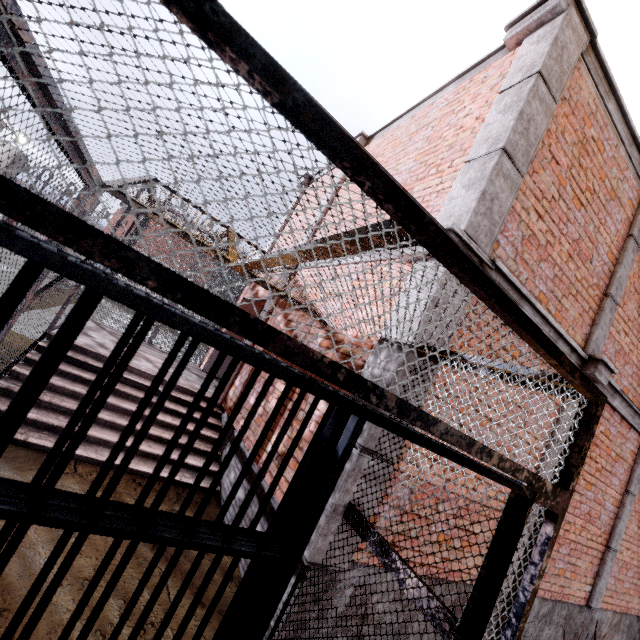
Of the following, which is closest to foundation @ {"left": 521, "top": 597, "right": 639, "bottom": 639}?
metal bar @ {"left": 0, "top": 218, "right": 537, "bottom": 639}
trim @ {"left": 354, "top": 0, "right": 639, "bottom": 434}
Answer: trim @ {"left": 354, "top": 0, "right": 639, "bottom": 434}

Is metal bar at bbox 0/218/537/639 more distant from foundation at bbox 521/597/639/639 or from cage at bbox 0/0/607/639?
foundation at bbox 521/597/639/639

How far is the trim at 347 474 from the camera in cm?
262

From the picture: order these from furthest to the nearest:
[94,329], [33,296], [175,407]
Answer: [94,329] < [175,407] < [33,296]

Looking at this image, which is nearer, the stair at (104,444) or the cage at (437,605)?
the cage at (437,605)

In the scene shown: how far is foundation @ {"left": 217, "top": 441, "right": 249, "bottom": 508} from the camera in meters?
4.4 m

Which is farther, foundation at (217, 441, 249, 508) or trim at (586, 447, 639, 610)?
trim at (586, 447, 639, 610)
